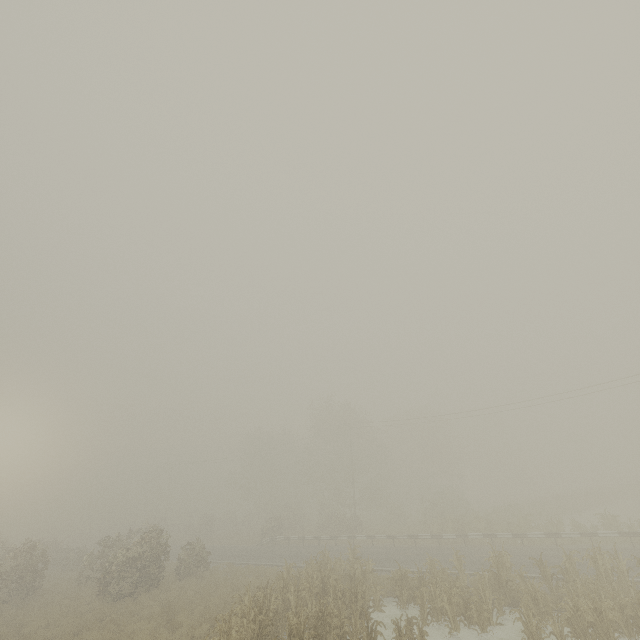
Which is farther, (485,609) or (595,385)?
(595,385)

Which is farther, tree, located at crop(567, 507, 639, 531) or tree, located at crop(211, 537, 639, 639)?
tree, located at crop(567, 507, 639, 531)

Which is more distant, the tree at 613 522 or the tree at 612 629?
the tree at 613 522
